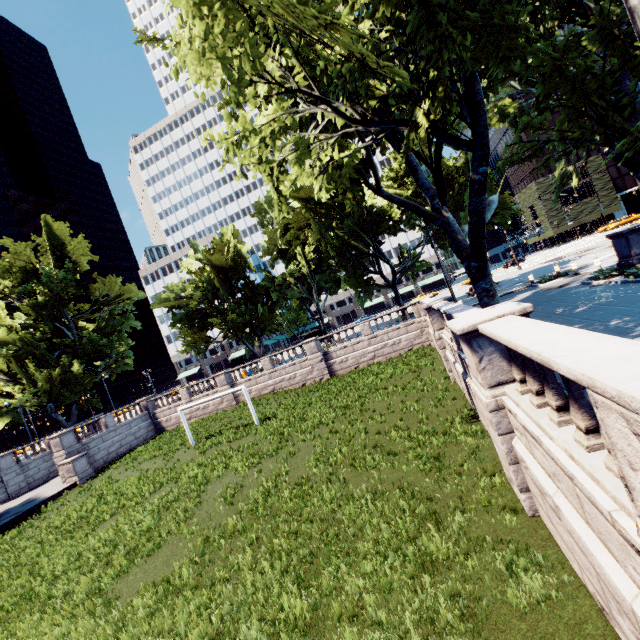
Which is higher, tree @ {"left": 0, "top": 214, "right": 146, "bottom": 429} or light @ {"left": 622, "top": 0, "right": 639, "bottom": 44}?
tree @ {"left": 0, "top": 214, "right": 146, "bottom": 429}

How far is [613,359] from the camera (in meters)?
2.74

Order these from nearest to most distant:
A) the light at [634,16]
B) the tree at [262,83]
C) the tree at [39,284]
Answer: the light at [634,16] → the tree at [262,83] → the tree at [39,284]

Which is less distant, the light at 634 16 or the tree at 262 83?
the light at 634 16

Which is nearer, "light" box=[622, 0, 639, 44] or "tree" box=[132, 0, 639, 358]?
"light" box=[622, 0, 639, 44]

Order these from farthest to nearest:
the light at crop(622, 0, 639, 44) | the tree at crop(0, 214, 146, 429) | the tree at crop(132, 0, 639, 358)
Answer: the tree at crop(0, 214, 146, 429)
the tree at crop(132, 0, 639, 358)
the light at crop(622, 0, 639, 44)

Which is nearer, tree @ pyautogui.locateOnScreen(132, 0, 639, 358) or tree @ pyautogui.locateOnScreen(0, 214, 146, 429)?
tree @ pyautogui.locateOnScreen(132, 0, 639, 358)
